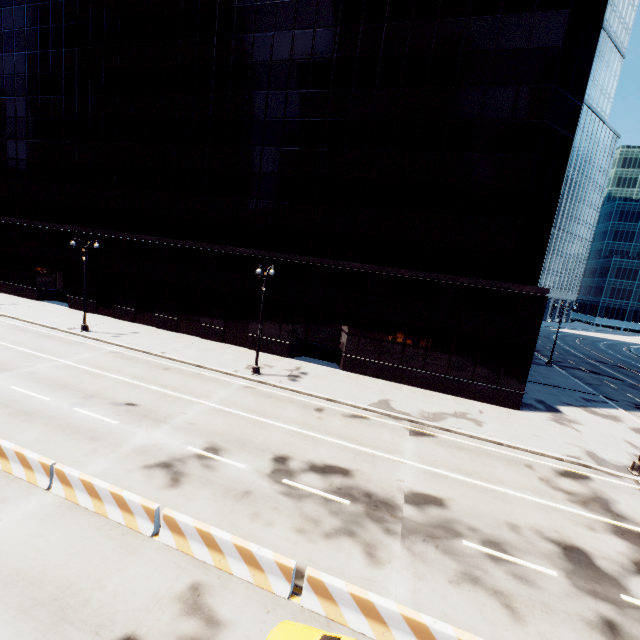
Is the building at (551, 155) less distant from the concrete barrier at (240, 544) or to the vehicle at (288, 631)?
the concrete barrier at (240, 544)

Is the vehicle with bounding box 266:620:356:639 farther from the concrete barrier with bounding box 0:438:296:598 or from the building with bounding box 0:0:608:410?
the building with bounding box 0:0:608:410

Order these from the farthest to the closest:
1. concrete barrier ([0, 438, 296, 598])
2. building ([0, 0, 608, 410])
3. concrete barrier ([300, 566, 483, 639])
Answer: building ([0, 0, 608, 410]) < concrete barrier ([0, 438, 296, 598]) < concrete barrier ([300, 566, 483, 639])

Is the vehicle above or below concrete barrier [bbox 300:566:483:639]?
above

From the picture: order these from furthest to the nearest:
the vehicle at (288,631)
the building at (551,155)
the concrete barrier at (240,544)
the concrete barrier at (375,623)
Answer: the building at (551,155) < the concrete barrier at (240,544) < the concrete barrier at (375,623) < the vehicle at (288,631)

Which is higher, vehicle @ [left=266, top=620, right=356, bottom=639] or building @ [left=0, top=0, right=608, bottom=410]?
building @ [left=0, top=0, right=608, bottom=410]

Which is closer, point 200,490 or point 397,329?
point 200,490

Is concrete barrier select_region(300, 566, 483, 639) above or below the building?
below
